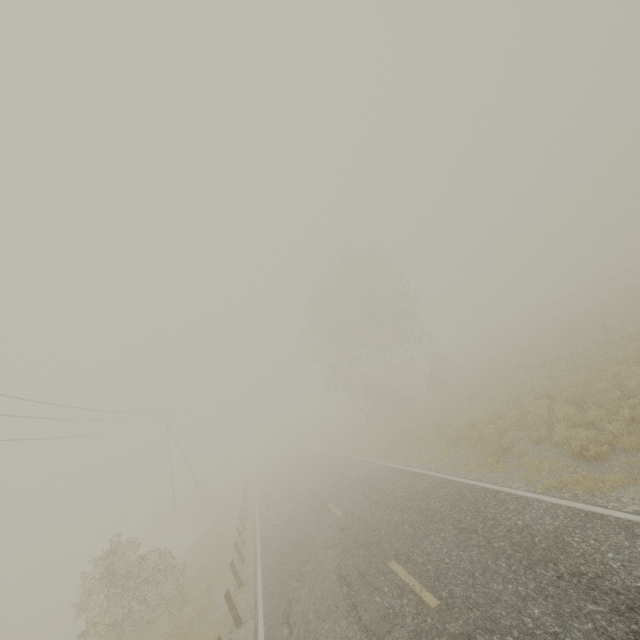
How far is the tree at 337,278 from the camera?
32.12m

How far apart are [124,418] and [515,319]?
53.19m

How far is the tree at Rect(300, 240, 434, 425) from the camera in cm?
3212
